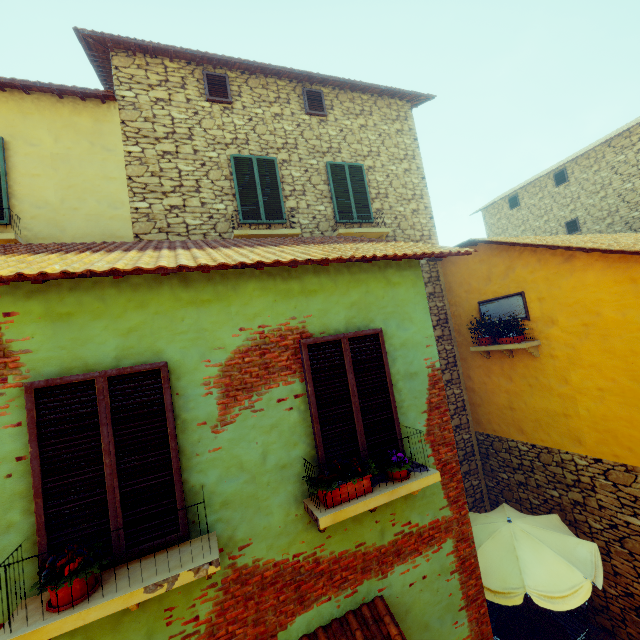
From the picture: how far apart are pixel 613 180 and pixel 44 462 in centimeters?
2017cm

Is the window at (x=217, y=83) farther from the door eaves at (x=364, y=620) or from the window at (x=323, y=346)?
the door eaves at (x=364, y=620)

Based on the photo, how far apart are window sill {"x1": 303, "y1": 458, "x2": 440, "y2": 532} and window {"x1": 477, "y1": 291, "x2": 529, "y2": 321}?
5.0m

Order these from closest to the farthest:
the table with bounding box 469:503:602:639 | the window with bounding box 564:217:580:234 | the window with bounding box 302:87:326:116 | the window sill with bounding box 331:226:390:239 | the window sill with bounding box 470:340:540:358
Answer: the table with bounding box 469:503:602:639 < the window sill with bounding box 470:340:540:358 < the window sill with bounding box 331:226:390:239 < the window with bounding box 302:87:326:116 < the window with bounding box 564:217:580:234

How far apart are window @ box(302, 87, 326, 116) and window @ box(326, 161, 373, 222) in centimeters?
130cm

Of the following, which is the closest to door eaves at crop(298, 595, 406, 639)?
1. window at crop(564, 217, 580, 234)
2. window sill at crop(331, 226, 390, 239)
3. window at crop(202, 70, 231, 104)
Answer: window sill at crop(331, 226, 390, 239)

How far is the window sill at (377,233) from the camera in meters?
7.9 m

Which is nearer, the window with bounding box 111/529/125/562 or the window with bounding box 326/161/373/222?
the window with bounding box 111/529/125/562
